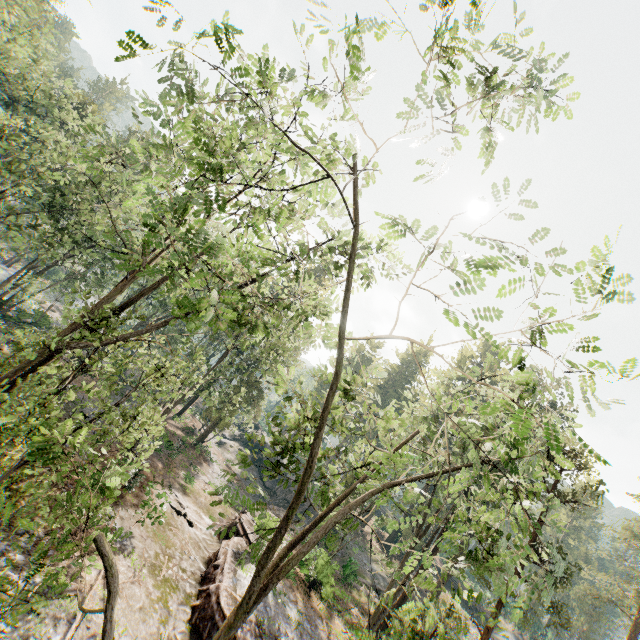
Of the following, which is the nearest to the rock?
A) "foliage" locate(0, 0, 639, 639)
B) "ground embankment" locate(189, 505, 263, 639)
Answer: "ground embankment" locate(189, 505, 263, 639)

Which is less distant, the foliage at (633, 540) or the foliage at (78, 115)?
the foliage at (78, 115)

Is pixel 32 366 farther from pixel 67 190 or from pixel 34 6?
pixel 34 6

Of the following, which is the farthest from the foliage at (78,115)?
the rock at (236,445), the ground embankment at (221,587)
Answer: the rock at (236,445)

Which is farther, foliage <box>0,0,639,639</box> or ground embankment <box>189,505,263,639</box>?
ground embankment <box>189,505,263,639</box>

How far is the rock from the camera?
40.0 meters

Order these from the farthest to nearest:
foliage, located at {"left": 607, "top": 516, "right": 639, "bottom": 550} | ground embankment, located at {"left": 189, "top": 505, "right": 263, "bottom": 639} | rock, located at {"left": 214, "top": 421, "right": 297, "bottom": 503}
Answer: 1. rock, located at {"left": 214, "top": 421, "right": 297, "bottom": 503}
2. foliage, located at {"left": 607, "top": 516, "right": 639, "bottom": 550}
3. ground embankment, located at {"left": 189, "top": 505, "right": 263, "bottom": 639}
